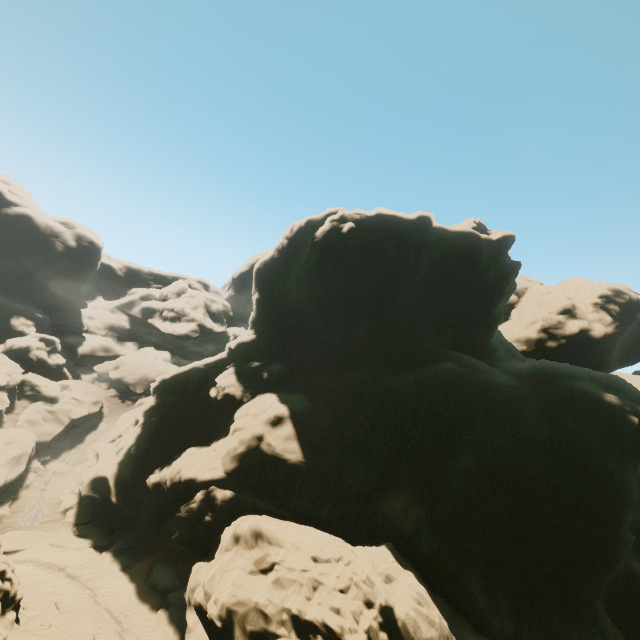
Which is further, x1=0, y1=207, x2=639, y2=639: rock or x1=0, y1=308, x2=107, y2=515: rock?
x1=0, y1=308, x2=107, y2=515: rock

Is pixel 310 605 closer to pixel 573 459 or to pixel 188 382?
pixel 573 459

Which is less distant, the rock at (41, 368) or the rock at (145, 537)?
the rock at (145, 537)
